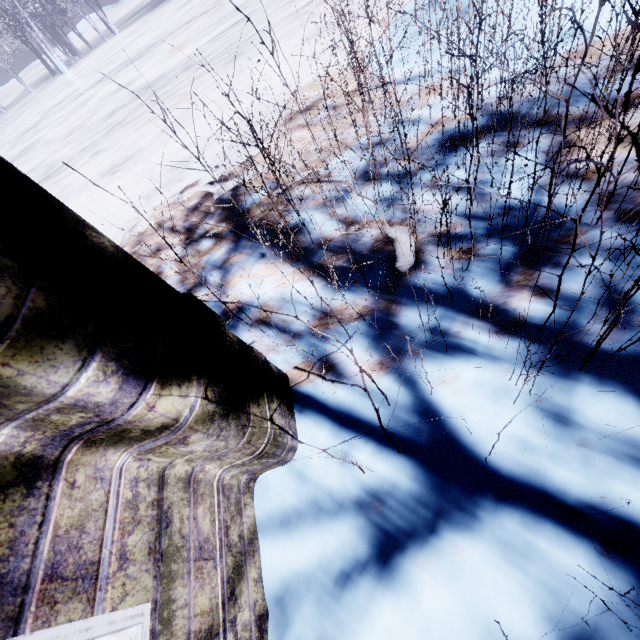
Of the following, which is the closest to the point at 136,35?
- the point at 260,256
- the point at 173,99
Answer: the point at 173,99
